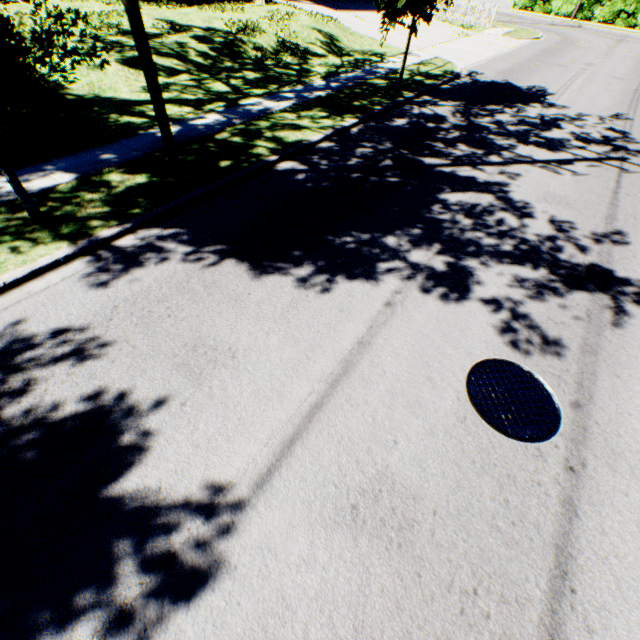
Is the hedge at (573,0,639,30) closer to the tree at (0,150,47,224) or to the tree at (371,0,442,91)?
the tree at (0,150,47,224)

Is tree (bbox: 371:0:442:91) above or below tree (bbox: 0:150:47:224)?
above

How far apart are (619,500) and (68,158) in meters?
10.7

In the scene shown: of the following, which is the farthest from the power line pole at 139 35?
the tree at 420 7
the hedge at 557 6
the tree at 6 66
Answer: the hedge at 557 6

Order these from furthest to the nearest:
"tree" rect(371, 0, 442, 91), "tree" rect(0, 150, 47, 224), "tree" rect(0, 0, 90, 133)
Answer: "tree" rect(371, 0, 442, 91) → "tree" rect(0, 150, 47, 224) → "tree" rect(0, 0, 90, 133)

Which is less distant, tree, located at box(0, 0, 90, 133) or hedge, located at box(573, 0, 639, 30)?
tree, located at box(0, 0, 90, 133)
